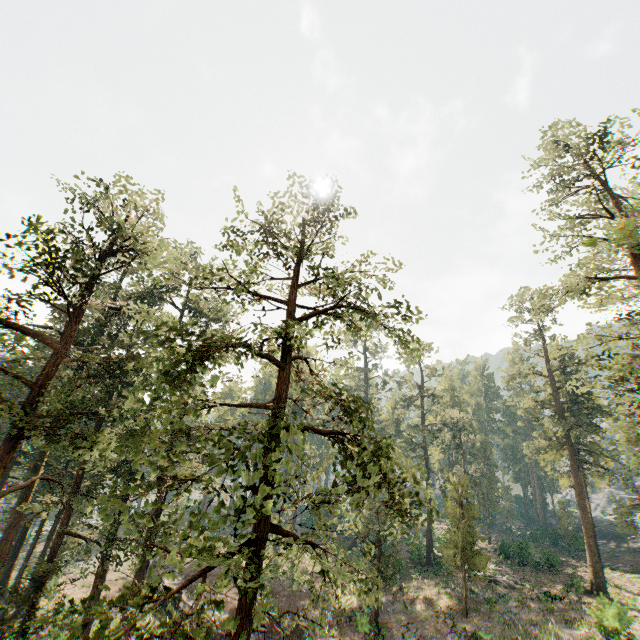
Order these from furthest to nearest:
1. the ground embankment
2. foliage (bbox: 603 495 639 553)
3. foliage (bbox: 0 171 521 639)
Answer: the ground embankment, foliage (bbox: 603 495 639 553), foliage (bbox: 0 171 521 639)

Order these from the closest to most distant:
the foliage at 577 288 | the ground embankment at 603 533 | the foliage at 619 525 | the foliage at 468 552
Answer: the foliage at 468 552
the foliage at 577 288
the foliage at 619 525
the ground embankment at 603 533

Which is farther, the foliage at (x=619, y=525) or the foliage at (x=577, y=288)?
the foliage at (x=619, y=525)

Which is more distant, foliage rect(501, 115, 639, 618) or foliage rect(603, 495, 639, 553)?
foliage rect(603, 495, 639, 553)

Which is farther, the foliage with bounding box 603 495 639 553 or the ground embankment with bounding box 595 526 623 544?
the ground embankment with bounding box 595 526 623 544

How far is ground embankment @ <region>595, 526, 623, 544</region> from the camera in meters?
52.2 m

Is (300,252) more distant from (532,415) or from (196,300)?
(532,415)
